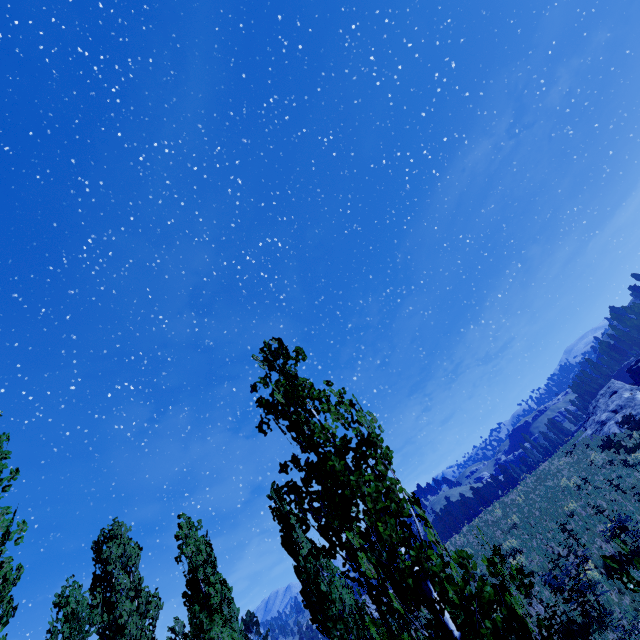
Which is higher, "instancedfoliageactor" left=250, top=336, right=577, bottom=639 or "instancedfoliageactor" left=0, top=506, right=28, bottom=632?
"instancedfoliageactor" left=0, top=506, right=28, bottom=632

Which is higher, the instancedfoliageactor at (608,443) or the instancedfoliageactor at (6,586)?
the instancedfoliageactor at (6,586)

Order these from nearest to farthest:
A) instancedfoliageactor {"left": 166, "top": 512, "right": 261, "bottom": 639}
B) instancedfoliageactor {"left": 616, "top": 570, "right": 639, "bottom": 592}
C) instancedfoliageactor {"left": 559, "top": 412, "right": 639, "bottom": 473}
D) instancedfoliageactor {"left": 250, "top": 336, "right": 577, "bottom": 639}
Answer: instancedfoliageactor {"left": 250, "top": 336, "right": 577, "bottom": 639}
instancedfoliageactor {"left": 616, "top": 570, "right": 639, "bottom": 592}
instancedfoliageactor {"left": 166, "top": 512, "right": 261, "bottom": 639}
instancedfoliageactor {"left": 559, "top": 412, "right": 639, "bottom": 473}

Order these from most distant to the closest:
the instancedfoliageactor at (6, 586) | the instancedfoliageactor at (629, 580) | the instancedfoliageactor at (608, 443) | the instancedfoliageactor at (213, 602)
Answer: the instancedfoliageactor at (608, 443) → the instancedfoliageactor at (213, 602) → the instancedfoliageactor at (6, 586) → the instancedfoliageactor at (629, 580)

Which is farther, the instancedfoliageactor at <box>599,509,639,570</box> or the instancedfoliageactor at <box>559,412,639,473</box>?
the instancedfoliageactor at <box>559,412,639,473</box>

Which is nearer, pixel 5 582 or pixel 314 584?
pixel 5 582
